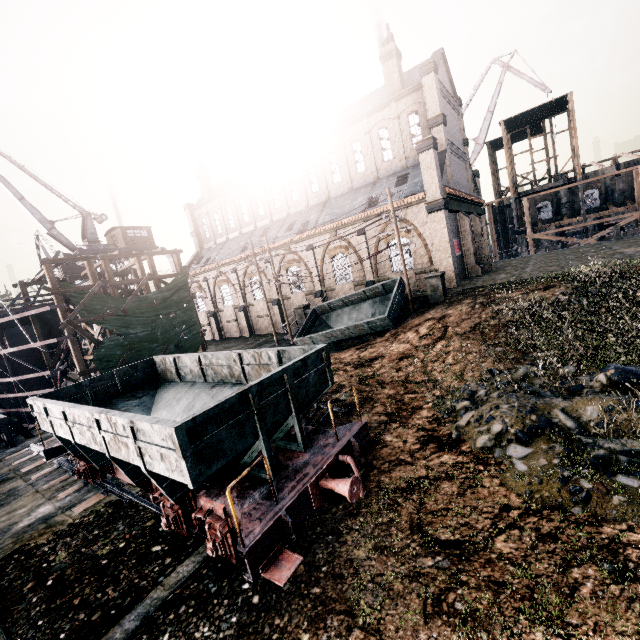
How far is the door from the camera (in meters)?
31.31

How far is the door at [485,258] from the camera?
31.3 meters

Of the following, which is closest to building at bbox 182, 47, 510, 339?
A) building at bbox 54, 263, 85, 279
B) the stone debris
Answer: the stone debris

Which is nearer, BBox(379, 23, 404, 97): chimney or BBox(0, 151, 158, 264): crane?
BBox(379, 23, 404, 97): chimney

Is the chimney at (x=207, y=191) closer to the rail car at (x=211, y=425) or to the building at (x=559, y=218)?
the building at (x=559, y=218)

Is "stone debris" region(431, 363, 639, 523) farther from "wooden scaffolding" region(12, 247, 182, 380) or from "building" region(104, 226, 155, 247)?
"building" region(104, 226, 155, 247)

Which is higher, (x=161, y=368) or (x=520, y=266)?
(x=161, y=368)

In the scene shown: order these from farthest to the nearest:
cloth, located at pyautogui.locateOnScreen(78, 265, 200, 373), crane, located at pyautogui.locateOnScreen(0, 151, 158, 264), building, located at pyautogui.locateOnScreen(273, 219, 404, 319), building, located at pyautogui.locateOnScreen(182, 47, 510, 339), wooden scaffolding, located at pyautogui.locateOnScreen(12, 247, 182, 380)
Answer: crane, located at pyautogui.locateOnScreen(0, 151, 158, 264)
building, located at pyautogui.locateOnScreen(273, 219, 404, 319)
building, located at pyautogui.locateOnScreen(182, 47, 510, 339)
cloth, located at pyautogui.locateOnScreen(78, 265, 200, 373)
wooden scaffolding, located at pyautogui.locateOnScreen(12, 247, 182, 380)
